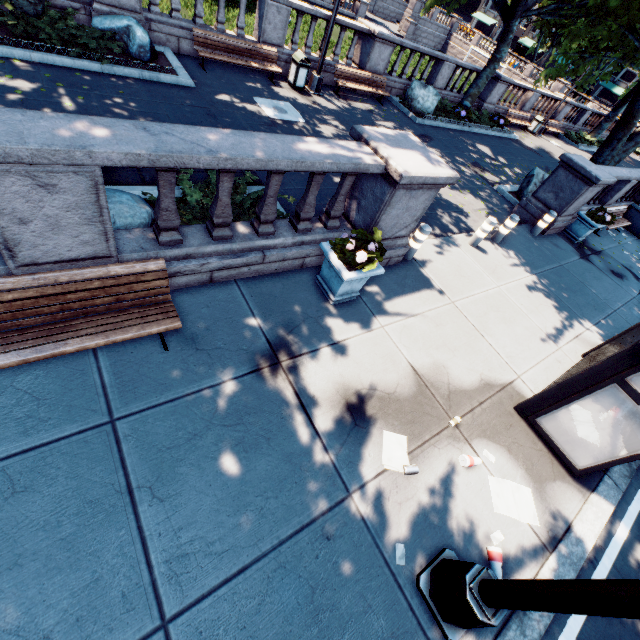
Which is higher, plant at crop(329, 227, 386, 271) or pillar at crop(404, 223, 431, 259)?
plant at crop(329, 227, 386, 271)

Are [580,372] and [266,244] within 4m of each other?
no

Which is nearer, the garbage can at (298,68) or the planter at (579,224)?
the planter at (579,224)

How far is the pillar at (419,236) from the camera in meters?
6.7

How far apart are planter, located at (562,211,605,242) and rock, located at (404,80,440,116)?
8.4m

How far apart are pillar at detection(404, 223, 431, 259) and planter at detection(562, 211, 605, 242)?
8.1m

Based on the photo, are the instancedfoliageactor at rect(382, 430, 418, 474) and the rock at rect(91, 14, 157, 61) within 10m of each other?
no

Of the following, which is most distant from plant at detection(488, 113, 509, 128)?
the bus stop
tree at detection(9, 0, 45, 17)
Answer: the bus stop
